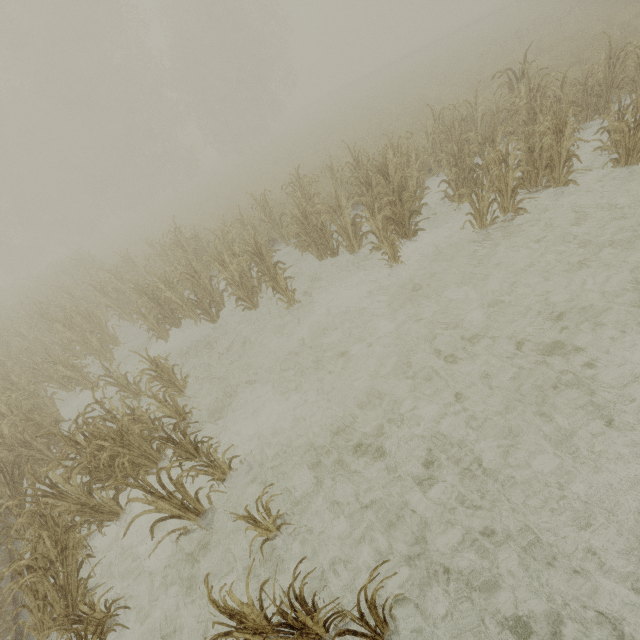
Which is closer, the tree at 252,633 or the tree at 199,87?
the tree at 252,633

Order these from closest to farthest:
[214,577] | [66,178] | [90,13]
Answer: [214,577] → [90,13] → [66,178]

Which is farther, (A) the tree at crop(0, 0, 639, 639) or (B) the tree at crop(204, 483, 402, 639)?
(A) the tree at crop(0, 0, 639, 639)
